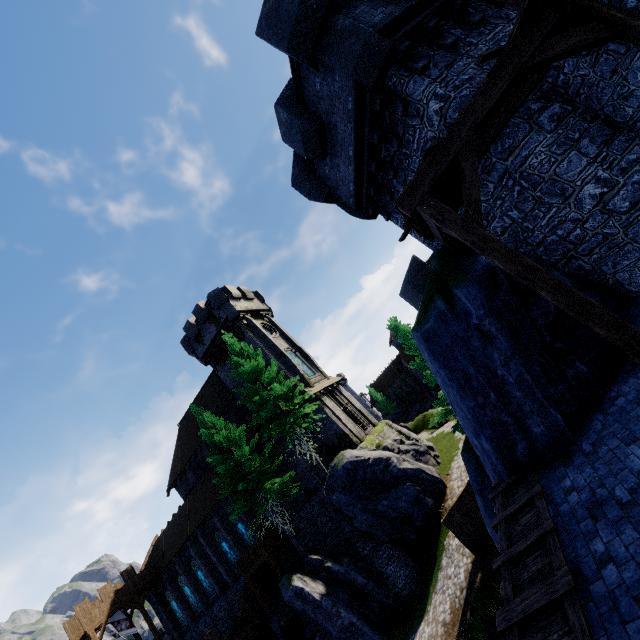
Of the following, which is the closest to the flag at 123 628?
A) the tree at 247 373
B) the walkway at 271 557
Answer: the walkway at 271 557

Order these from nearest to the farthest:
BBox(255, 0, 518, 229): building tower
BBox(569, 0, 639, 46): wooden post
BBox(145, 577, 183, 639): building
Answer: BBox(569, 0, 639, 46): wooden post < BBox(255, 0, 518, 229): building tower < BBox(145, 577, 183, 639): building

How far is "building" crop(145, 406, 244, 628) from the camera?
29.1m

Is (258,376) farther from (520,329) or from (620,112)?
(620,112)

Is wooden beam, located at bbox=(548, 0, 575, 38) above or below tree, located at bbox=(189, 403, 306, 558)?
below

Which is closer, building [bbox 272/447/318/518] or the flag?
building [bbox 272/447/318/518]

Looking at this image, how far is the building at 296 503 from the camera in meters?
25.0

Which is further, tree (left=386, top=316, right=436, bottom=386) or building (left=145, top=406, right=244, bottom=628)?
building (left=145, top=406, right=244, bottom=628)
